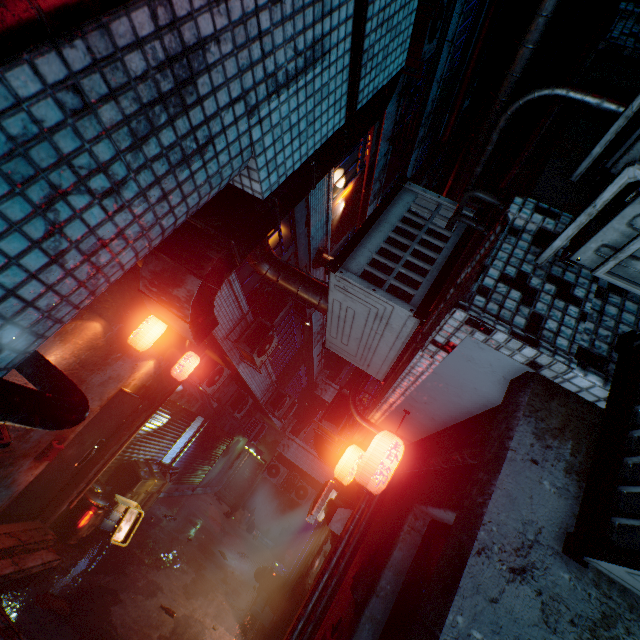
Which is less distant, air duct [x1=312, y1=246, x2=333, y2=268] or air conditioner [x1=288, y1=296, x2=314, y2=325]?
air conditioner [x1=288, y1=296, x2=314, y2=325]

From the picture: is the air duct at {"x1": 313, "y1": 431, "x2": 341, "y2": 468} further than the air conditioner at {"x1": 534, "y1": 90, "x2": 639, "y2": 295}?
Yes

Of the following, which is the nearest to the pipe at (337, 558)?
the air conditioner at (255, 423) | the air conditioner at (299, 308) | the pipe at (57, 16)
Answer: the pipe at (57, 16)

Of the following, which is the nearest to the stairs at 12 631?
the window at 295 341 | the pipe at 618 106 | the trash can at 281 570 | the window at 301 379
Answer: the pipe at 618 106

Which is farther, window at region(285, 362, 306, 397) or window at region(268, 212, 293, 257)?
window at region(285, 362, 306, 397)

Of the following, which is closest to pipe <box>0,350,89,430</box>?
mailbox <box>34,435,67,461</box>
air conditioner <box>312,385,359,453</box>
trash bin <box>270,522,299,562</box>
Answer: mailbox <box>34,435,67,461</box>

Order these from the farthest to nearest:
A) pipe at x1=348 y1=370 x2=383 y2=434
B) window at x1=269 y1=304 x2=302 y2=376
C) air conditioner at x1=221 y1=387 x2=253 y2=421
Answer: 1. air conditioner at x1=221 y1=387 x2=253 y2=421
2. window at x1=269 y1=304 x2=302 y2=376
3. pipe at x1=348 y1=370 x2=383 y2=434

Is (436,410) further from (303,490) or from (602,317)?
(303,490)
